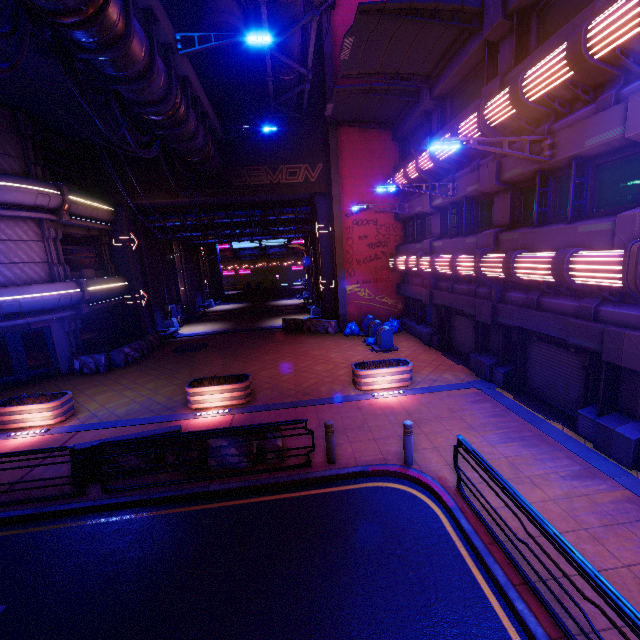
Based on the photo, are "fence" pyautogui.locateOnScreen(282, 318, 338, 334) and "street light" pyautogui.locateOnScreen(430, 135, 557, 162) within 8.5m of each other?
no

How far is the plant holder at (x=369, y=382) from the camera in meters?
11.8 m

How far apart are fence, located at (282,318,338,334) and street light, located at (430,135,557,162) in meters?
13.5 m

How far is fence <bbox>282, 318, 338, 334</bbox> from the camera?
21.0 meters

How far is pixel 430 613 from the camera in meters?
4.7 m

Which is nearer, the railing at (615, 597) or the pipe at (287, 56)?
the railing at (615, 597)

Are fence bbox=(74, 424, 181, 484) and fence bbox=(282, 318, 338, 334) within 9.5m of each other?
no

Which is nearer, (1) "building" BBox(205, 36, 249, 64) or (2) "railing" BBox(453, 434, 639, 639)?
(2) "railing" BBox(453, 434, 639, 639)
